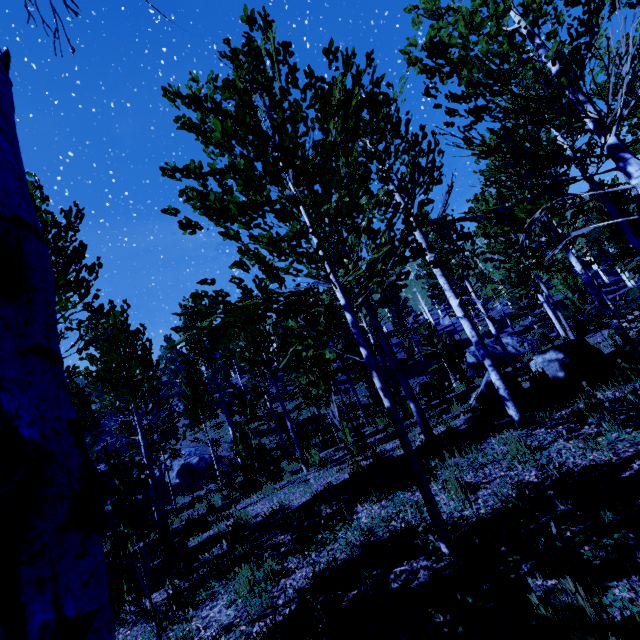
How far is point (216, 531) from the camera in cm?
761

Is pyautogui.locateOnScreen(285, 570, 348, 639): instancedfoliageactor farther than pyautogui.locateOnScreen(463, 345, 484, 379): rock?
No

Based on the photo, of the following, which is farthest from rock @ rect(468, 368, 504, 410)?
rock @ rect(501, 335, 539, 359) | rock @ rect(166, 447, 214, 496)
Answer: rock @ rect(166, 447, 214, 496)

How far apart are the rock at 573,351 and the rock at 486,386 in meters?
0.5

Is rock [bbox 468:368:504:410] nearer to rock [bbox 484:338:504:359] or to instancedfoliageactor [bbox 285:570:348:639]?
instancedfoliageactor [bbox 285:570:348:639]

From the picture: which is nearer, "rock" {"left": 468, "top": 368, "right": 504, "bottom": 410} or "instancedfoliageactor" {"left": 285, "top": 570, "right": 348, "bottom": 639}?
"instancedfoliageactor" {"left": 285, "top": 570, "right": 348, "bottom": 639}

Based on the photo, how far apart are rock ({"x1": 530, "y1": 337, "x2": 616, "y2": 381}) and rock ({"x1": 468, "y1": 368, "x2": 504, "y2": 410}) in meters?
0.5

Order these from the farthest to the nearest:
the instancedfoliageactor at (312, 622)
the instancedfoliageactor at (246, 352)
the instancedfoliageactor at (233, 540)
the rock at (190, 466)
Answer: the rock at (190, 466), the instancedfoliageactor at (233, 540), the instancedfoliageactor at (312, 622), the instancedfoliageactor at (246, 352)
